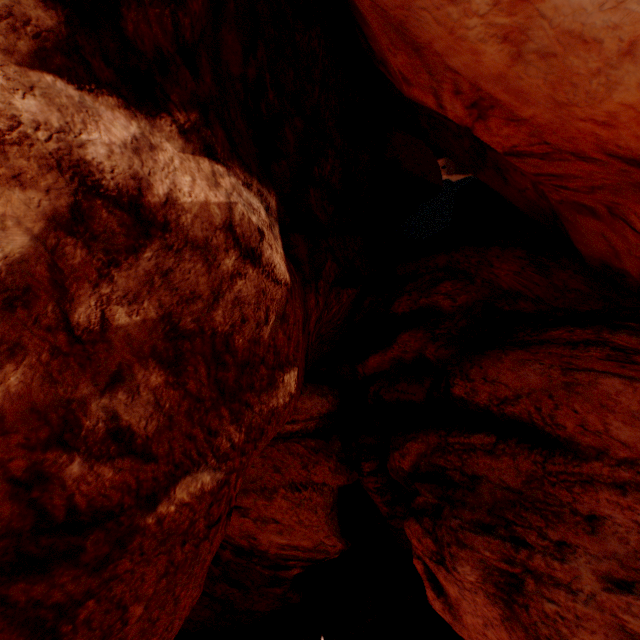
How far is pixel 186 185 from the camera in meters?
3.7
